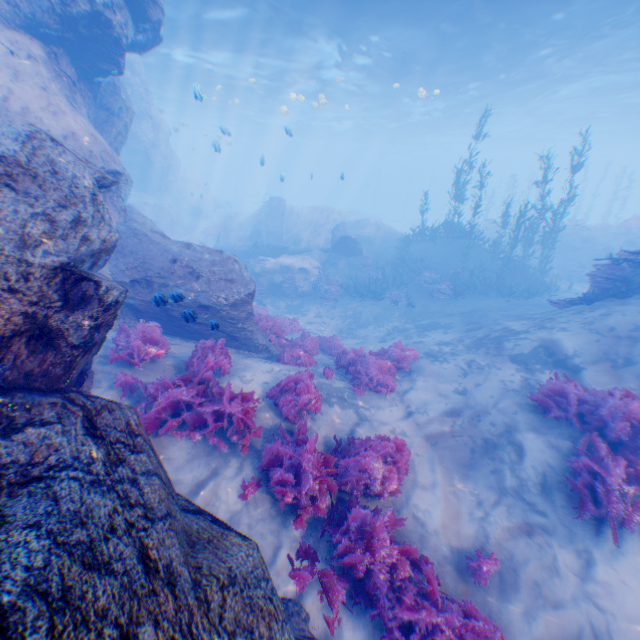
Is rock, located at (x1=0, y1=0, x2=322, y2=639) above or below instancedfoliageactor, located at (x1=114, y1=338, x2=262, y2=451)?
above

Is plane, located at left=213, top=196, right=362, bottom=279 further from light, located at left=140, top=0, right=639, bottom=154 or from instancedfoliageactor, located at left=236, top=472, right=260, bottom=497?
instancedfoliageactor, located at left=236, top=472, right=260, bottom=497

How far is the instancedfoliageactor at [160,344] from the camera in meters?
6.5

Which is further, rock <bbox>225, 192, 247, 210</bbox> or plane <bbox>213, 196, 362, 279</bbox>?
rock <bbox>225, 192, 247, 210</bbox>

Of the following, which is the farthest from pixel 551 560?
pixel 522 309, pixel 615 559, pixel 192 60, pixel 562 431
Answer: pixel 192 60

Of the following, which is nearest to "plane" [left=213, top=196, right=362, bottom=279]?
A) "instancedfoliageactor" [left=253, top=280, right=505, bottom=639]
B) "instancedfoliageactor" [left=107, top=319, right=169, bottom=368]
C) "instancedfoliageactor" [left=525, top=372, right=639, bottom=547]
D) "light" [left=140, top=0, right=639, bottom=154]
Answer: "light" [left=140, top=0, right=639, bottom=154]

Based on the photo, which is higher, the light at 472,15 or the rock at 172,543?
the light at 472,15

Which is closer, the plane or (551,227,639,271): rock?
(551,227,639,271): rock
